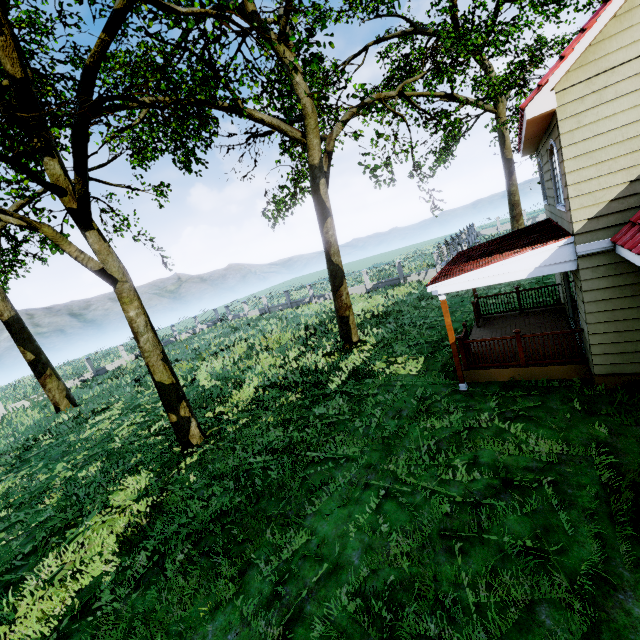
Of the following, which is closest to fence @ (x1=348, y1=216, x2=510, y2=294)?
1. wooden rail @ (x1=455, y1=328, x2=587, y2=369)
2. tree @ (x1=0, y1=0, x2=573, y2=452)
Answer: tree @ (x1=0, y1=0, x2=573, y2=452)

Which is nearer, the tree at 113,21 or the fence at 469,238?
the tree at 113,21

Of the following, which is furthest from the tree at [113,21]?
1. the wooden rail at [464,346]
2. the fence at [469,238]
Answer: the wooden rail at [464,346]

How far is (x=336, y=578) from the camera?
5.0 meters

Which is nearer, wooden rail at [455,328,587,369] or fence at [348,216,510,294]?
wooden rail at [455,328,587,369]

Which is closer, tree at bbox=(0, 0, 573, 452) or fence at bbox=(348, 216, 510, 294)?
tree at bbox=(0, 0, 573, 452)

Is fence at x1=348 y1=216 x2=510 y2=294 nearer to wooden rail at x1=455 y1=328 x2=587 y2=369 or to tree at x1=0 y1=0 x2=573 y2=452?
tree at x1=0 y1=0 x2=573 y2=452
